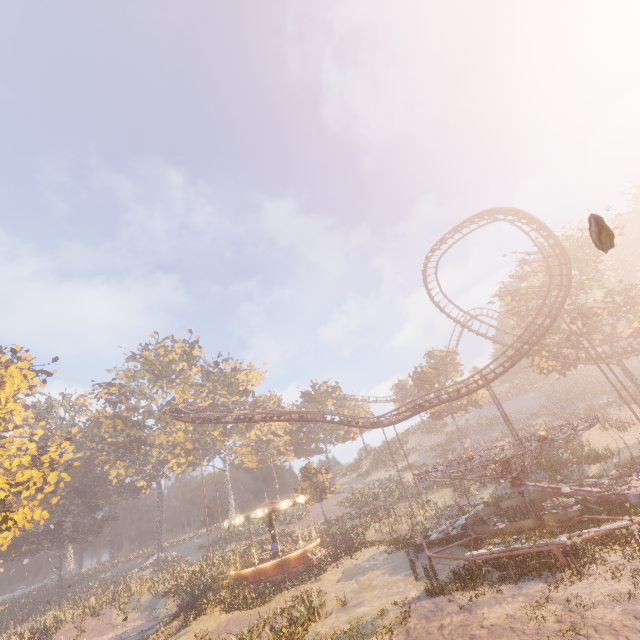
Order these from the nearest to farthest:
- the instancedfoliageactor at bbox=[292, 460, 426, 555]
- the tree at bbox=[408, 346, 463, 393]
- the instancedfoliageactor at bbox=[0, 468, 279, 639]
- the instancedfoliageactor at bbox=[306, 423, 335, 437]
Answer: the instancedfoliageactor at bbox=[0, 468, 279, 639], the instancedfoliageactor at bbox=[292, 460, 426, 555], the tree at bbox=[408, 346, 463, 393], the instancedfoliageactor at bbox=[306, 423, 335, 437]

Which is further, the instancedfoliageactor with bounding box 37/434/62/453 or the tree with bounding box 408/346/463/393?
the tree with bounding box 408/346/463/393

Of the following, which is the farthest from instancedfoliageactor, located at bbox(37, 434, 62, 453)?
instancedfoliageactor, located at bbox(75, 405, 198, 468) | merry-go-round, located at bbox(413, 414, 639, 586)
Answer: merry-go-round, located at bbox(413, 414, 639, 586)

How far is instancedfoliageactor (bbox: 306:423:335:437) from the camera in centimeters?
5784cm

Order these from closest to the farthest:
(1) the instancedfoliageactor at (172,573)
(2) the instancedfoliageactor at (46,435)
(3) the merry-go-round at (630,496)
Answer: (3) the merry-go-round at (630,496)
(1) the instancedfoliageactor at (172,573)
(2) the instancedfoliageactor at (46,435)

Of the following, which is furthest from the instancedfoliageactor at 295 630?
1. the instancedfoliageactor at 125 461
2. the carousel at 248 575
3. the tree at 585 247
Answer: the instancedfoliageactor at 125 461

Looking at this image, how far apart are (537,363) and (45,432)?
55.2 meters

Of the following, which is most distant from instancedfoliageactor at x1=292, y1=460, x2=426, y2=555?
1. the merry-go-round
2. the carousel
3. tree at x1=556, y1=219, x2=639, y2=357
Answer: tree at x1=556, y1=219, x2=639, y2=357
